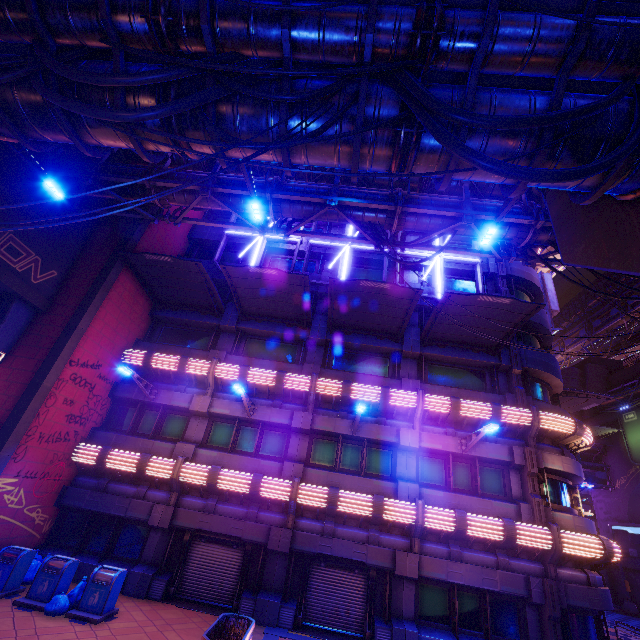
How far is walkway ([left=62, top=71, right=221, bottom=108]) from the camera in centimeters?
653cm

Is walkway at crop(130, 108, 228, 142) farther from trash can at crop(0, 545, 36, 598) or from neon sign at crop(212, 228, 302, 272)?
trash can at crop(0, 545, 36, 598)

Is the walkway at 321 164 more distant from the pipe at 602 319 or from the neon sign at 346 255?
the pipe at 602 319

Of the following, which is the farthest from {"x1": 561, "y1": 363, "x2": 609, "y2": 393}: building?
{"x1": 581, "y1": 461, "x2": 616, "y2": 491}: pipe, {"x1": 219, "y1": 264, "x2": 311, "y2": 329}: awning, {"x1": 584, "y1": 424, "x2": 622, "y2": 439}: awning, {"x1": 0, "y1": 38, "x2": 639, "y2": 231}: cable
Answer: {"x1": 0, "y1": 38, "x2": 639, "y2": 231}: cable

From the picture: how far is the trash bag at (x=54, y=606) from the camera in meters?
9.4 m

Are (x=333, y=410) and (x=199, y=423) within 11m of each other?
yes

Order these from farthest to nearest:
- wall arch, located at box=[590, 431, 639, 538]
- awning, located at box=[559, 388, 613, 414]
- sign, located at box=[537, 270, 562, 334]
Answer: wall arch, located at box=[590, 431, 639, 538] < sign, located at box=[537, 270, 562, 334] < awning, located at box=[559, 388, 613, 414]

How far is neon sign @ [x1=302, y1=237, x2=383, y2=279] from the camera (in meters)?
19.03
